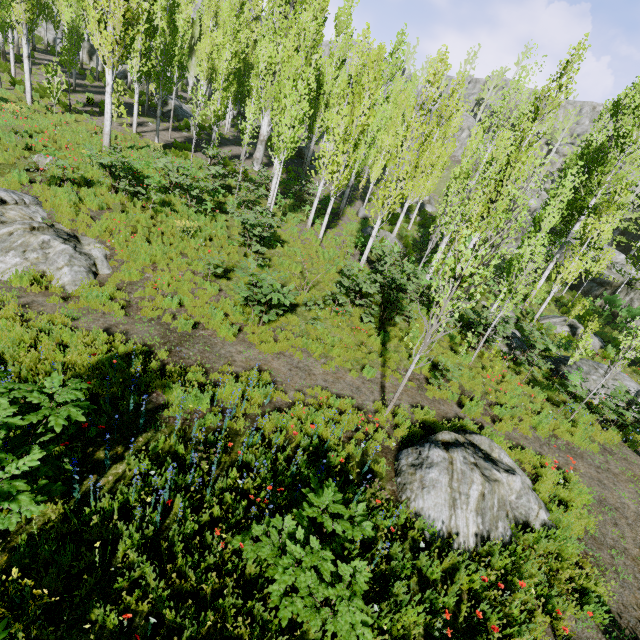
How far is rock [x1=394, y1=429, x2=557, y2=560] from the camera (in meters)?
5.42

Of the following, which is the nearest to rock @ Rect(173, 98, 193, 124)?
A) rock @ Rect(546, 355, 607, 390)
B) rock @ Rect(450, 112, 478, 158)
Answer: rock @ Rect(450, 112, 478, 158)

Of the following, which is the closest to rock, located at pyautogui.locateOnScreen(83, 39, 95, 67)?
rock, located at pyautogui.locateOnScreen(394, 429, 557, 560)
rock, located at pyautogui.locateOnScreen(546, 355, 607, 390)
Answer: rock, located at pyautogui.locateOnScreen(394, 429, 557, 560)

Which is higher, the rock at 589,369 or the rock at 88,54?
the rock at 88,54

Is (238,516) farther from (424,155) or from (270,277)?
(424,155)

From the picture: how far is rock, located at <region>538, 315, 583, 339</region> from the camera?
19.03m

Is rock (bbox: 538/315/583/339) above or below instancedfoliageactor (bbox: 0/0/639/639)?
below

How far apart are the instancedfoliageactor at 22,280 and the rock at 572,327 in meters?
24.1 m
